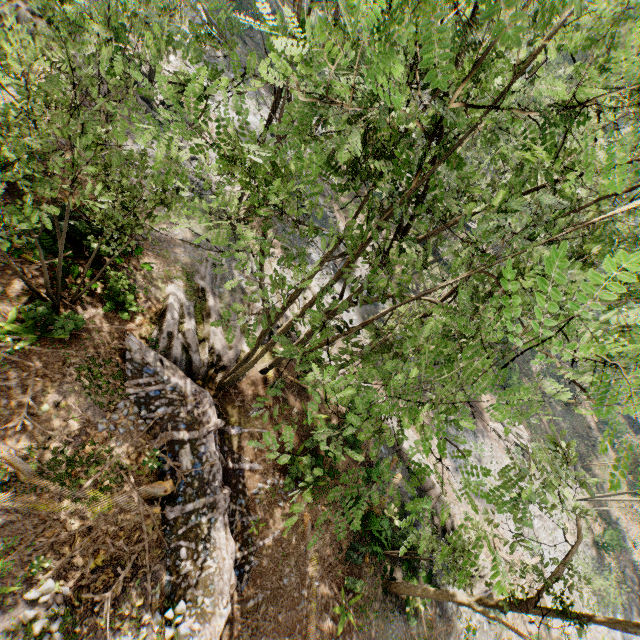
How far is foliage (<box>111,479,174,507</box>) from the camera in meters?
10.6

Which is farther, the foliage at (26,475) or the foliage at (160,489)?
the foliage at (160,489)

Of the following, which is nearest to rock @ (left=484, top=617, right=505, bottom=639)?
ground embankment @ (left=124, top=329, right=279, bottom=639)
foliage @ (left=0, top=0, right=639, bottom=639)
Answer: foliage @ (left=0, top=0, right=639, bottom=639)

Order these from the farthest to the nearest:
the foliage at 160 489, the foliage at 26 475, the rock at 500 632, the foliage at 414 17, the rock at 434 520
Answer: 1. the rock at 500 632
2. the rock at 434 520
3. the foliage at 160 489
4. the foliage at 26 475
5. the foliage at 414 17

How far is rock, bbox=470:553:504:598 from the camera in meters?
20.2

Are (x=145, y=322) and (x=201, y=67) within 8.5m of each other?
no

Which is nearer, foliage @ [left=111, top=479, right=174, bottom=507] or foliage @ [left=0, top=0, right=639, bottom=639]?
foliage @ [left=0, top=0, right=639, bottom=639]
